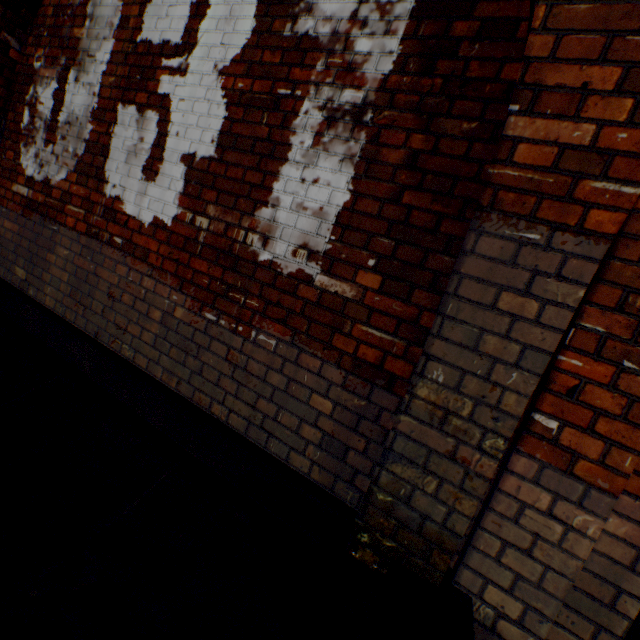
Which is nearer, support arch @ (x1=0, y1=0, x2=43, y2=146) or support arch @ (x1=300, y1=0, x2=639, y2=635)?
support arch @ (x1=300, y1=0, x2=639, y2=635)

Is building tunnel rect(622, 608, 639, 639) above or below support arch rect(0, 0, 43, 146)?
below

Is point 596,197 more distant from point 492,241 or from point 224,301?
point 224,301

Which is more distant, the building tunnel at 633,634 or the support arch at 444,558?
the building tunnel at 633,634

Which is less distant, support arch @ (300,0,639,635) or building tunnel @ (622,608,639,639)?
support arch @ (300,0,639,635)

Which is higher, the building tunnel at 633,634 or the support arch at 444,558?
the support arch at 444,558

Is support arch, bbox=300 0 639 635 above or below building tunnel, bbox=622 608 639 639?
above
